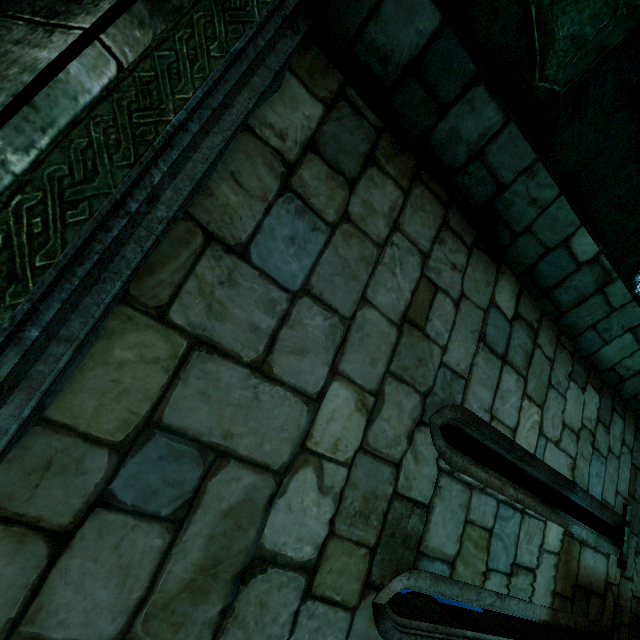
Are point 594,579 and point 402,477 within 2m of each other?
no

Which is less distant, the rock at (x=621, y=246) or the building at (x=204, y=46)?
the building at (x=204, y=46)

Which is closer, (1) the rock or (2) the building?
(2) the building
